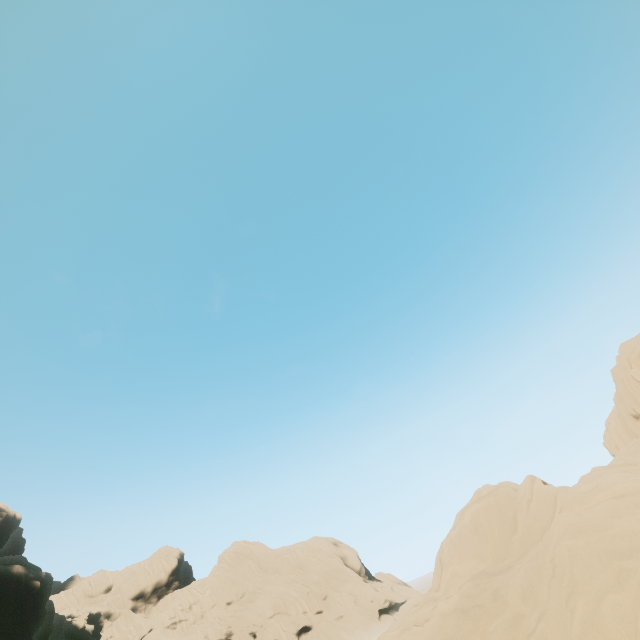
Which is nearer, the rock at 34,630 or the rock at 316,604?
the rock at 316,604

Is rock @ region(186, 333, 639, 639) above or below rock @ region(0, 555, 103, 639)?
below

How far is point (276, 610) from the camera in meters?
59.3 m

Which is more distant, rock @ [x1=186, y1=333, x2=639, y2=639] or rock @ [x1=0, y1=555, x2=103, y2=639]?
rock @ [x1=0, y1=555, x2=103, y2=639]

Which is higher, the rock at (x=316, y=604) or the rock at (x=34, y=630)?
the rock at (x=34, y=630)
